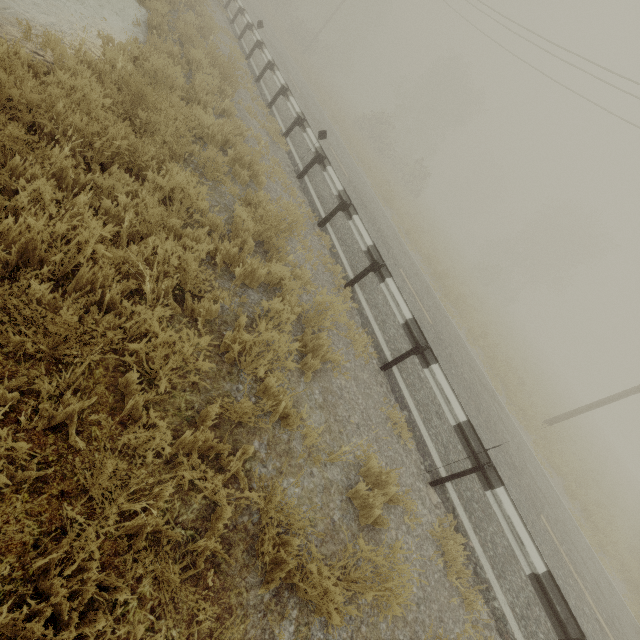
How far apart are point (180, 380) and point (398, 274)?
8.37m
